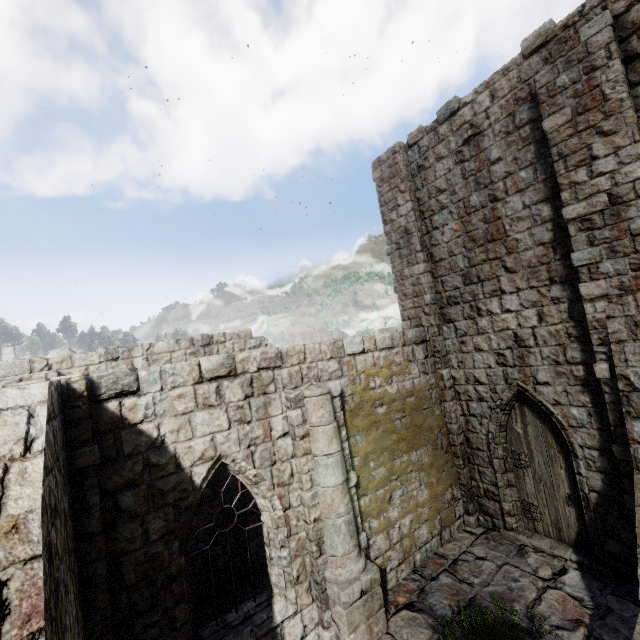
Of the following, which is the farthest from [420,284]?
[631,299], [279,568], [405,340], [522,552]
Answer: [279,568]
